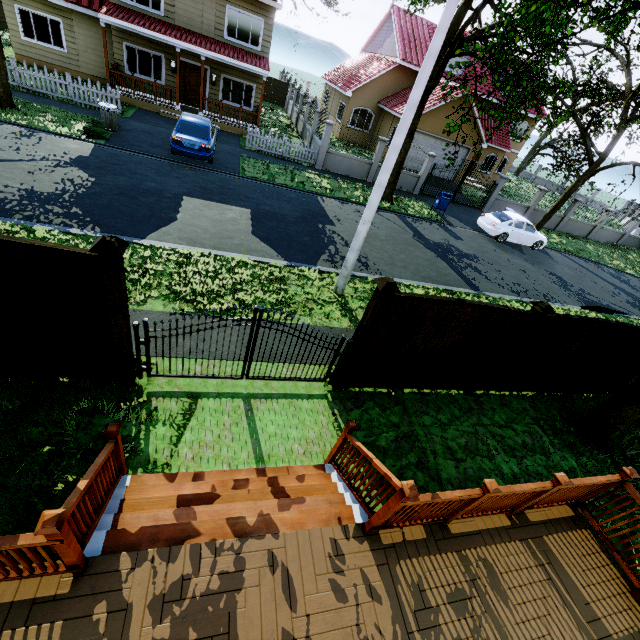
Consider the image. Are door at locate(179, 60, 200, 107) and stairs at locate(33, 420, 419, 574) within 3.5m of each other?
no

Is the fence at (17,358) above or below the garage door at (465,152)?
below

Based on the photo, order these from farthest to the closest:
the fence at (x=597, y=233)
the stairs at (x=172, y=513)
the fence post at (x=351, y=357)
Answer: the fence at (x=597, y=233), the fence post at (x=351, y=357), the stairs at (x=172, y=513)

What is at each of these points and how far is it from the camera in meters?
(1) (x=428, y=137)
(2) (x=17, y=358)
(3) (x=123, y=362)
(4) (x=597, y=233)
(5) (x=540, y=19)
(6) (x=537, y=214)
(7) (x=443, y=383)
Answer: (1) garage door, 23.1
(2) fence, 4.5
(3) fence post, 4.8
(4) fence, 26.5
(5) tree, 17.9
(6) fence, 24.1
(7) fence, 7.0

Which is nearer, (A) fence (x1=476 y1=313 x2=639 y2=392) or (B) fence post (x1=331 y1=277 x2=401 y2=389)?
(B) fence post (x1=331 y1=277 x2=401 y2=389)

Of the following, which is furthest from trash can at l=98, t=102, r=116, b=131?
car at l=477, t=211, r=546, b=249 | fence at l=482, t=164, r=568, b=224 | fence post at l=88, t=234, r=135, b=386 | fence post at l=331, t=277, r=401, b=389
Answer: fence at l=482, t=164, r=568, b=224

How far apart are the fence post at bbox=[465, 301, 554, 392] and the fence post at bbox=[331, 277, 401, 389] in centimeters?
294cm

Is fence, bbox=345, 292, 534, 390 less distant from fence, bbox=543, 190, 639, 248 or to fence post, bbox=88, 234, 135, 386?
fence post, bbox=88, 234, 135, 386
